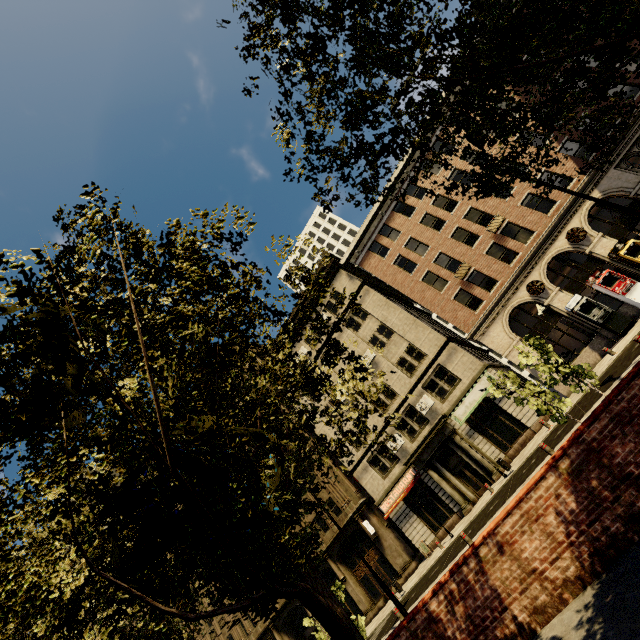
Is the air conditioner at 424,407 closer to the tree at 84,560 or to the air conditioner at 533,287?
the air conditioner at 533,287

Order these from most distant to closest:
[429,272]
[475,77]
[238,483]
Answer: [429,272] < [475,77] < [238,483]

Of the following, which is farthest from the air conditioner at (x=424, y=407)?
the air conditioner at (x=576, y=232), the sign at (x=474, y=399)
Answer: the air conditioner at (x=576, y=232)

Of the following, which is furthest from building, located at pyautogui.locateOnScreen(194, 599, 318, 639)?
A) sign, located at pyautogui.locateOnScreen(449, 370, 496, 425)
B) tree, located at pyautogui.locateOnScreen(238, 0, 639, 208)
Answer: tree, located at pyautogui.locateOnScreen(238, 0, 639, 208)

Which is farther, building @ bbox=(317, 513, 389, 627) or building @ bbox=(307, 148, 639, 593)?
building @ bbox=(317, 513, 389, 627)

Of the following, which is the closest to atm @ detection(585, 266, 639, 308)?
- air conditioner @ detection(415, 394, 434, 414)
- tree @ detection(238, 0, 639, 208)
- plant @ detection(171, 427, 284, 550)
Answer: tree @ detection(238, 0, 639, 208)

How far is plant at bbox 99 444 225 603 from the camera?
1.6 meters

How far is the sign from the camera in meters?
22.6
